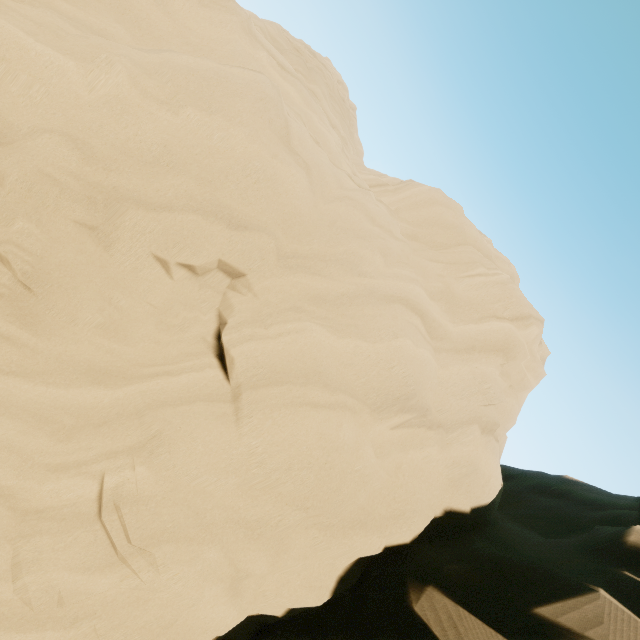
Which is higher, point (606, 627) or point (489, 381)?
point (489, 381)
